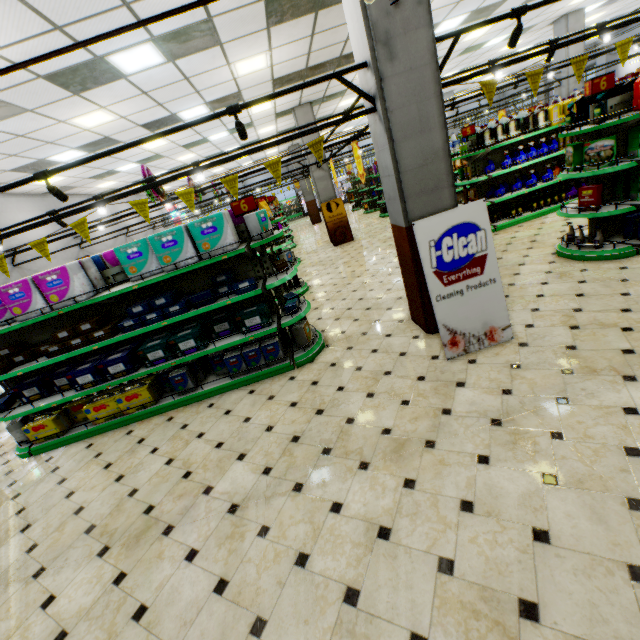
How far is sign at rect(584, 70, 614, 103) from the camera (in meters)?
4.36

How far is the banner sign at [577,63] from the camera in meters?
3.7

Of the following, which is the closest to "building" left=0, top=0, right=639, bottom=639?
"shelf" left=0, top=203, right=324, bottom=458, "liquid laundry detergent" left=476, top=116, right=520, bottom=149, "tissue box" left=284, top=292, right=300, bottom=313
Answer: "shelf" left=0, top=203, right=324, bottom=458

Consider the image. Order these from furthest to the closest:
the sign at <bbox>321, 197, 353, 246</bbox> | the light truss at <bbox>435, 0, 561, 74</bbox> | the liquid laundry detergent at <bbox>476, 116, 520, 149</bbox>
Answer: the sign at <bbox>321, 197, 353, 246</bbox> → the liquid laundry detergent at <bbox>476, 116, 520, 149</bbox> → the light truss at <bbox>435, 0, 561, 74</bbox>

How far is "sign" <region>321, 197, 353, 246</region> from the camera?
12.2 meters

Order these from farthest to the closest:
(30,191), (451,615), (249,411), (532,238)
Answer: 1. (30,191)
2. (532,238)
3. (249,411)
4. (451,615)

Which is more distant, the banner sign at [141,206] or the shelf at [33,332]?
the shelf at [33,332]

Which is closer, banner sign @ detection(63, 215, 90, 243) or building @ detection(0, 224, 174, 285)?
banner sign @ detection(63, 215, 90, 243)
